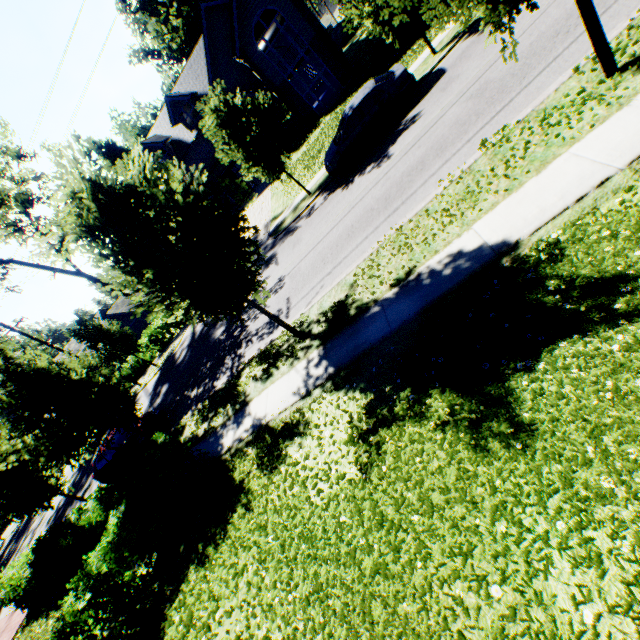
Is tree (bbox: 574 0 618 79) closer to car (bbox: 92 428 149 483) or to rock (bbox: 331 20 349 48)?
car (bbox: 92 428 149 483)

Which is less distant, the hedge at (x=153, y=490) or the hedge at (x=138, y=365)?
the hedge at (x=153, y=490)

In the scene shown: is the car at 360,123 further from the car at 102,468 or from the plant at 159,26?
the plant at 159,26

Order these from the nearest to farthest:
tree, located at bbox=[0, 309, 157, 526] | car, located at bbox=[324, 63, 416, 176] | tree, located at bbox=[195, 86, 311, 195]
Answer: tree, located at bbox=[0, 309, 157, 526], car, located at bbox=[324, 63, 416, 176], tree, located at bbox=[195, 86, 311, 195]

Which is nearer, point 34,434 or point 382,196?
point 34,434

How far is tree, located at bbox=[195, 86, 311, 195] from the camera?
14.4m

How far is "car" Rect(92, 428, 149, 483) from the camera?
13.4 meters

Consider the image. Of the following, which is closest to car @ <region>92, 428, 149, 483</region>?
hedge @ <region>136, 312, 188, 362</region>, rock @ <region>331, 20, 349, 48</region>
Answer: hedge @ <region>136, 312, 188, 362</region>
